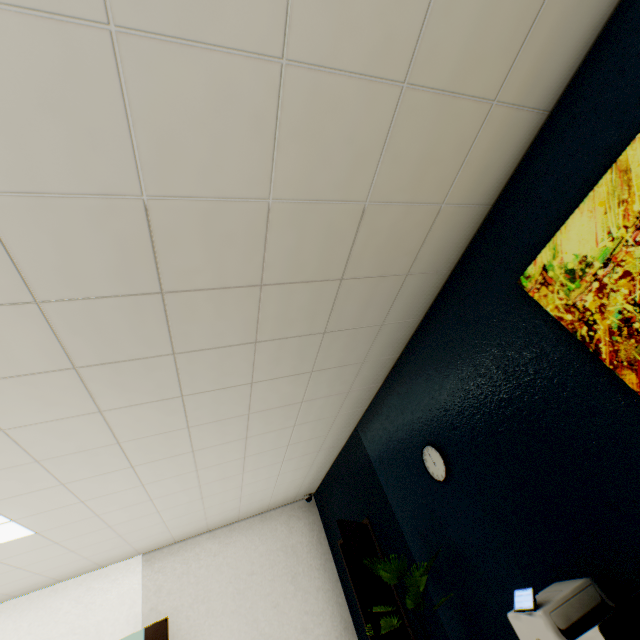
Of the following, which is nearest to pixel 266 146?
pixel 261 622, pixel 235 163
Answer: pixel 235 163

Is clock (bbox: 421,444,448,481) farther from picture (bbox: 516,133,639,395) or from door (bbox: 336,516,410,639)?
picture (bbox: 516,133,639,395)

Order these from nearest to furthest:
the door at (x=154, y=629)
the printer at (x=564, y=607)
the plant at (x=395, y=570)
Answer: the printer at (x=564, y=607)
the plant at (x=395, y=570)
the door at (x=154, y=629)

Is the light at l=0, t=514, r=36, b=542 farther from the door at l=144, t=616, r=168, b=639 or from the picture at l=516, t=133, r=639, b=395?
the picture at l=516, t=133, r=639, b=395

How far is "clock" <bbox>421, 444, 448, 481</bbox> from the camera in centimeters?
261cm

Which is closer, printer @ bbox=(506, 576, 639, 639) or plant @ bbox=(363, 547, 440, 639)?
printer @ bbox=(506, 576, 639, 639)

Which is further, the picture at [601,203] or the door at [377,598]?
the door at [377,598]

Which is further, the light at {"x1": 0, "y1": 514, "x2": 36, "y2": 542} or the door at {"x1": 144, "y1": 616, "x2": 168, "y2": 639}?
the door at {"x1": 144, "y1": 616, "x2": 168, "y2": 639}
